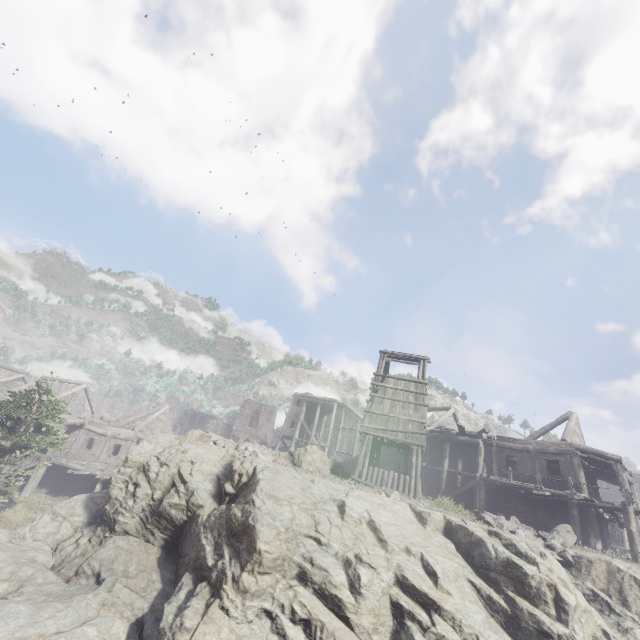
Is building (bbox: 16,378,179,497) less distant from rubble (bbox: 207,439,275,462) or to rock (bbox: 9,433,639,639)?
rock (bbox: 9,433,639,639)

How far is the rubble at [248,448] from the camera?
15.7m

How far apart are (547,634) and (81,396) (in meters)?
52.00

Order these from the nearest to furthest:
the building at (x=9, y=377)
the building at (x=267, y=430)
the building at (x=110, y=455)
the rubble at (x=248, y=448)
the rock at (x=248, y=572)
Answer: the rock at (x=248, y=572) → the rubble at (x=248, y=448) → the building at (x=110, y=455) → the building at (x=9, y=377) → the building at (x=267, y=430)

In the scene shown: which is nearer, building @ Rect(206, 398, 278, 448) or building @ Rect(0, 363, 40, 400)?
building @ Rect(0, 363, 40, 400)

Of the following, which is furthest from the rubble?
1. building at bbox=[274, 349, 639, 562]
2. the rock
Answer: building at bbox=[274, 349, 639, 562]
